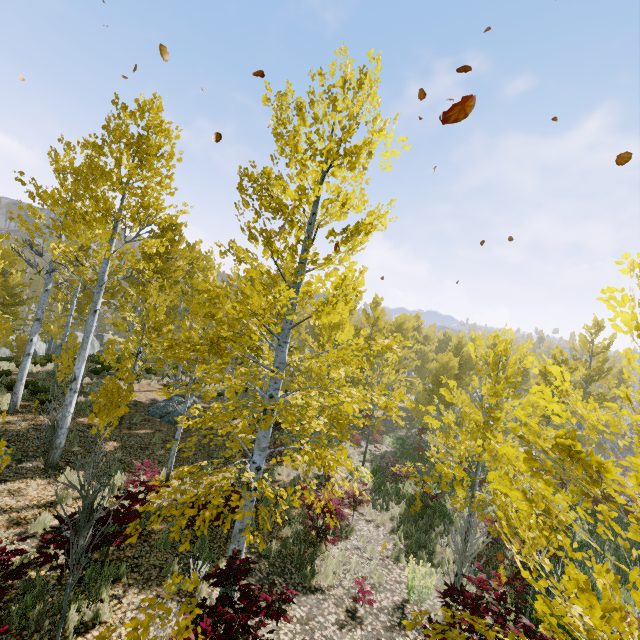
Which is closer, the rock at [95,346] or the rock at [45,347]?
the rock at [45,347]

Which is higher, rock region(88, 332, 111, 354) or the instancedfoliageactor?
the instancedfoliageactor

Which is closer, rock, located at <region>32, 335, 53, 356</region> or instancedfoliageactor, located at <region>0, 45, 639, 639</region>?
instancedfoliageactor, located at <region>0, 45, 639, 639</region>

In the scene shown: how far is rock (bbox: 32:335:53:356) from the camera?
31.9m

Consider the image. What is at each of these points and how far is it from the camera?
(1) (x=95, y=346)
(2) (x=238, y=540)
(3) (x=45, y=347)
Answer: (1) rock, 42.06m
(2) instancedfoliageactor, 5.78m
(3) rock, 33.88m

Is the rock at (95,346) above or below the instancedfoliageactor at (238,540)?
below
